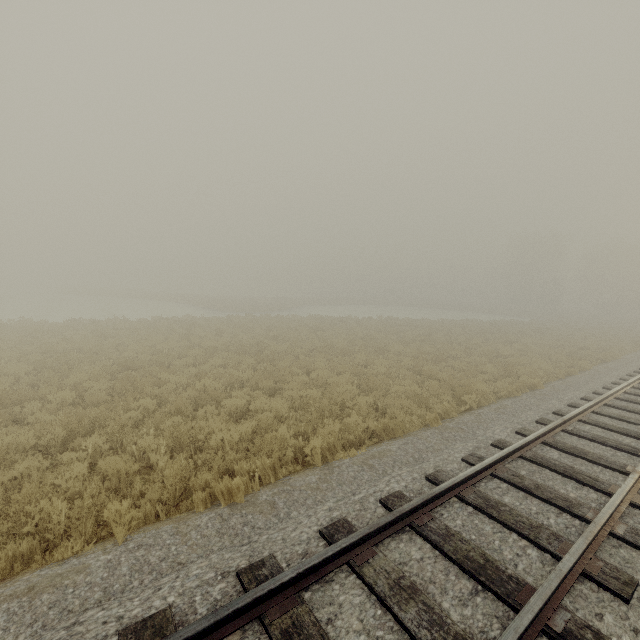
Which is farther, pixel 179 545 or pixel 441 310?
pixel 441 310
